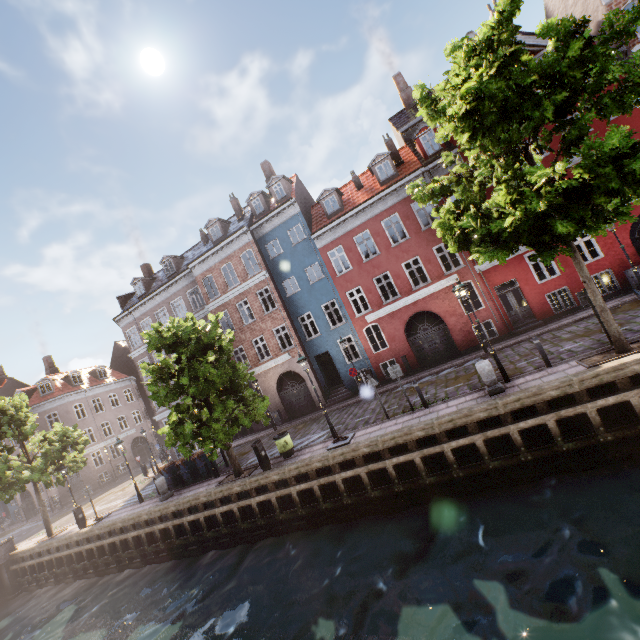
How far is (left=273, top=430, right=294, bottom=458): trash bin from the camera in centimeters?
1401cm

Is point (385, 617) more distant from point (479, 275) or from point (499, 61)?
point (479, 275)

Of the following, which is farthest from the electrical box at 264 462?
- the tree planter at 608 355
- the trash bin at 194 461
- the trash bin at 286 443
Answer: the tree planter at 608 355

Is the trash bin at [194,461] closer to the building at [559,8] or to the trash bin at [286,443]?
the building at [559,8]

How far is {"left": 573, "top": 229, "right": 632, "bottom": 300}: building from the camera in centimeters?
1614cm

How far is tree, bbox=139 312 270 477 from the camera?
13.3 meters

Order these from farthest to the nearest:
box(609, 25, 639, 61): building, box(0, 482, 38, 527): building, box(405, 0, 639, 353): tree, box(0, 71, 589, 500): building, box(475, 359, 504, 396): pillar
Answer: box(0, 482, 38, 527): building → box(0, 71, 589, 500): building → box(609, 25, 639, 61): building → box(475, 359, 504, 396): pillar → box(405, 0, 639, 353): tree

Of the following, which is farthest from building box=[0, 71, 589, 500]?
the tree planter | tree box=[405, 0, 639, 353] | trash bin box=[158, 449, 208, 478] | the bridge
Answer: the bridge
